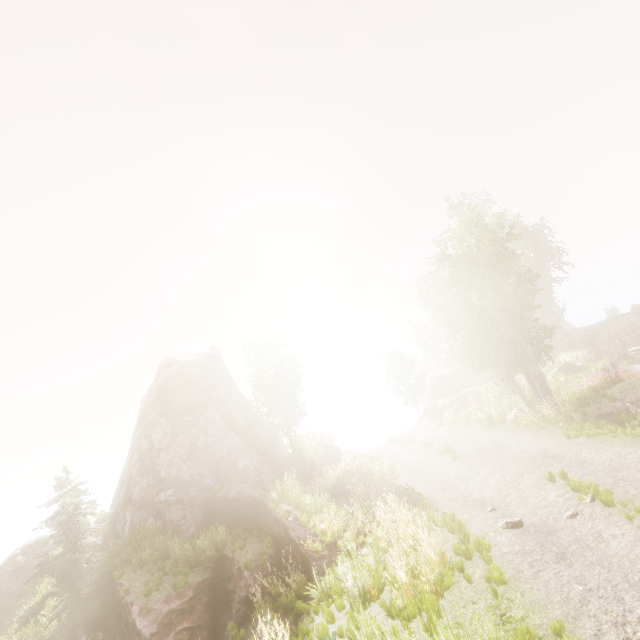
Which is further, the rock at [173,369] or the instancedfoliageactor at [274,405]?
the instancedfoliageactor at [274,405]

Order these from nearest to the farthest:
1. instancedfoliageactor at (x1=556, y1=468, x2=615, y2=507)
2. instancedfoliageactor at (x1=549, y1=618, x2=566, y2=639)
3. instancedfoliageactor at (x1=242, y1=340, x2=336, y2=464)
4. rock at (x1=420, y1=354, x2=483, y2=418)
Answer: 1. instancedfoliageactor at (x1=549, y1=618, x2=566, y2=639)
2. instancedfoliageactor at (x1=556, y1=468, x2=615, y2=507)
3. instancedfoliageactor at (x1=242, y1=340, x2=336, y2=464)
4. rock at (x1=420, y1=354, x2=483, y2=418)

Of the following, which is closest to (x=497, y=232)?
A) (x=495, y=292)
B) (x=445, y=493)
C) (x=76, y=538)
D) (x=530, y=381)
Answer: (x=495, y=292)

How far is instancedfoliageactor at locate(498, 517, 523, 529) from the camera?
8.41m

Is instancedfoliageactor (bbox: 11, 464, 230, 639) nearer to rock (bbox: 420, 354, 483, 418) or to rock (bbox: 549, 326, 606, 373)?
rock (bbox: 549, 326, 606, 373)

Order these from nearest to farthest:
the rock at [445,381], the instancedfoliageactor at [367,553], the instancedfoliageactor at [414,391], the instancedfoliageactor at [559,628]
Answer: the instancedfoliageactor at [559,628] → the instancedfoliageactor at [367,553] → the rock at [445,381] → the instancedfoliageactor at [414,391]
